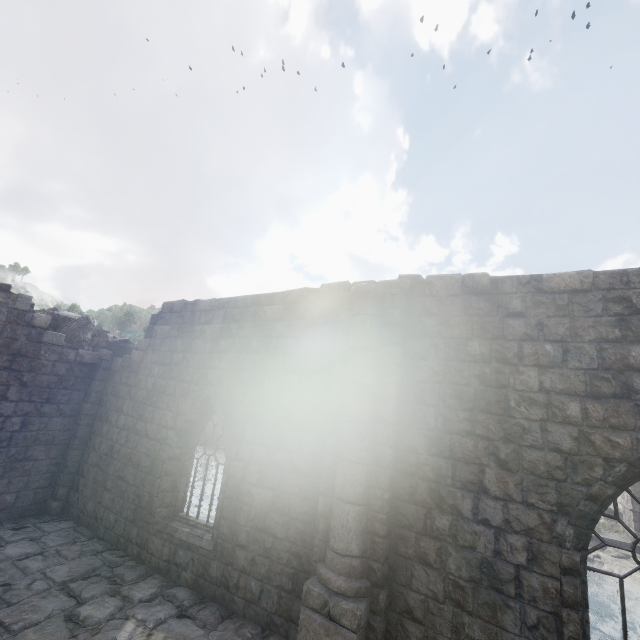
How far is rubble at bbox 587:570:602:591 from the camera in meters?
20.2 m

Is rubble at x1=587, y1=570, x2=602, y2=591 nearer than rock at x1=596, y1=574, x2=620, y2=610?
No

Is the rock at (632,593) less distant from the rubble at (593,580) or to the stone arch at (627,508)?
the rubble at (593,580)

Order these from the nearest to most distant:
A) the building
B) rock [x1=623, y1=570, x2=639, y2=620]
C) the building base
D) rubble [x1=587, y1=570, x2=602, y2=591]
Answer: the building < rock [x1=623, y1=570, x2=639, y2=620] < rubble [x1=587, y1=570, x2=602, y2=591] < the building base

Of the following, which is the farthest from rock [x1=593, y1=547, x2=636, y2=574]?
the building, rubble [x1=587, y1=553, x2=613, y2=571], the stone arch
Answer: the building

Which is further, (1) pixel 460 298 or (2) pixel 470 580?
(1) pixel 460 298

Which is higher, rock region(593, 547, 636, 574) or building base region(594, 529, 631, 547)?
building base region(594, 529, 631, 547)

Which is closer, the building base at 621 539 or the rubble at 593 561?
the rubble at 593 561
